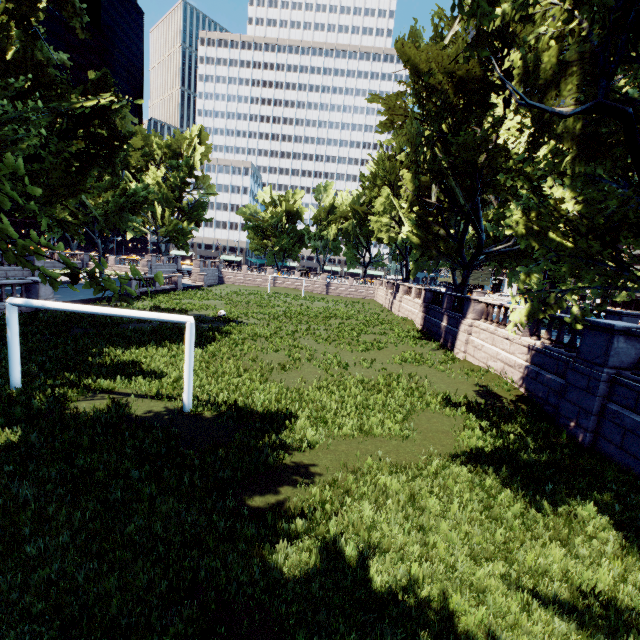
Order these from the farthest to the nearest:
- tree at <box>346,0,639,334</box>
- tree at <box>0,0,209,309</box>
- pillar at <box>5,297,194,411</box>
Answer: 1. pillar at <box>5,297,194,411</box>
2. tree at <box>346,0,639,334</box>
3. tree at <box>0,0,209,309</box>

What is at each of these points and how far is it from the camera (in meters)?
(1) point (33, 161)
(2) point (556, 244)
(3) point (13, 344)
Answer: (1) tree, 19.58
(2) tree, 10.02
(3) pillar, 10.18

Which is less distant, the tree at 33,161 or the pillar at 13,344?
the tree at 33,161

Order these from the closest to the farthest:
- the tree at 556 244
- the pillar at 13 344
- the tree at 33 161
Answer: the tree at 33 161 → the tree at 556 244 → the pillar at 13 344

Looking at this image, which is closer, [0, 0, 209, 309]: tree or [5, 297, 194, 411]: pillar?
[0, 0, 209, 309]: tree

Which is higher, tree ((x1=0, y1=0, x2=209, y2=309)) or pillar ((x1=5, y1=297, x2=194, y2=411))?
tree ((x1=0, y1=0, x2=209, y2=309))

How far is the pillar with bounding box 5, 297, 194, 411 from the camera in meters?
9.9 m
